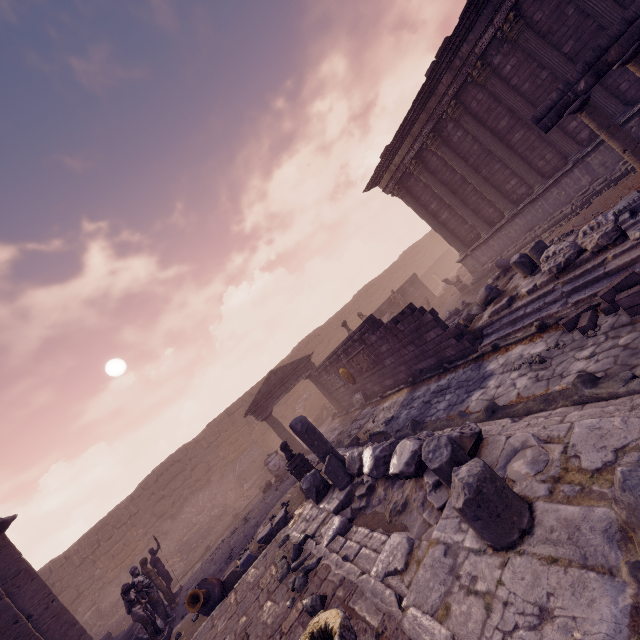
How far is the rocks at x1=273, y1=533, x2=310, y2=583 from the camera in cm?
548

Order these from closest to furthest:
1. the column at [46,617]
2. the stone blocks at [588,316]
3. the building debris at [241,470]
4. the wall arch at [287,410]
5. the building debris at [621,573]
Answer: the building debris at [621,573] → the stone blocks at [588,316] → the column at [46,617] → the building debris at [241,470] → the wall arch at [287,410]

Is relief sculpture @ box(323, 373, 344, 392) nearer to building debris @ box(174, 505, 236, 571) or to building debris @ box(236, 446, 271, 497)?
building debris @ box(236, 446, 271, 497)

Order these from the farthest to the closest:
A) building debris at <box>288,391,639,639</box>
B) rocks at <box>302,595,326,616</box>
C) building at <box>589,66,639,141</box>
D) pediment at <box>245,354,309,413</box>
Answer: pediment at <box>245,354,309,413</box> → building at <box>589,66,639,141</box> → rocks at <box>302,595,326,616</box> → building debris at <box>288,391,639,639</box>

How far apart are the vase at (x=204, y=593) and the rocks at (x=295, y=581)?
3.2 meters

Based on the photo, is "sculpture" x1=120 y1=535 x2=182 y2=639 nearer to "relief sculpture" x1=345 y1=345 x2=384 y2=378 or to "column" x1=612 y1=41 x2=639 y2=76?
"relief sculpture" x1=345 y1=345 x2=384 y2=378

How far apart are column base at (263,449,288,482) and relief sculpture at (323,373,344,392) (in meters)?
3.89

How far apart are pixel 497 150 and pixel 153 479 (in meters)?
25.17
